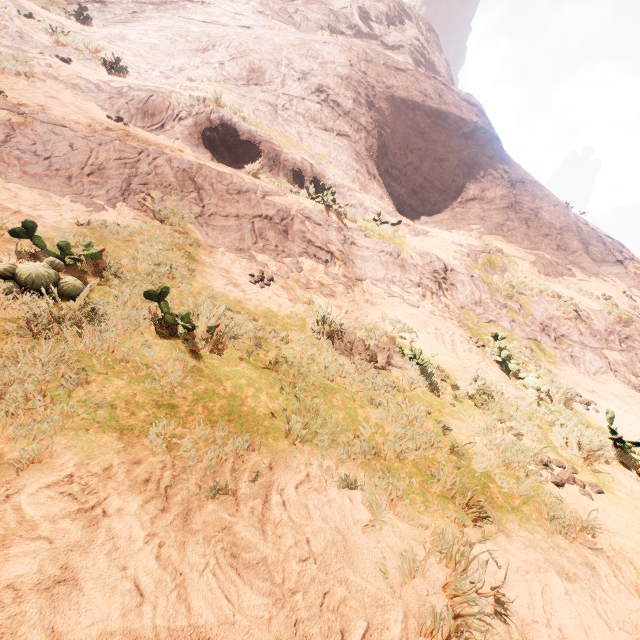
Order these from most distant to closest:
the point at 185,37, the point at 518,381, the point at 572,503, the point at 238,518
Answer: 1. the point at 185,37
2. the point at 518,381
3. the point at 572,503
4. the point at 238,518
